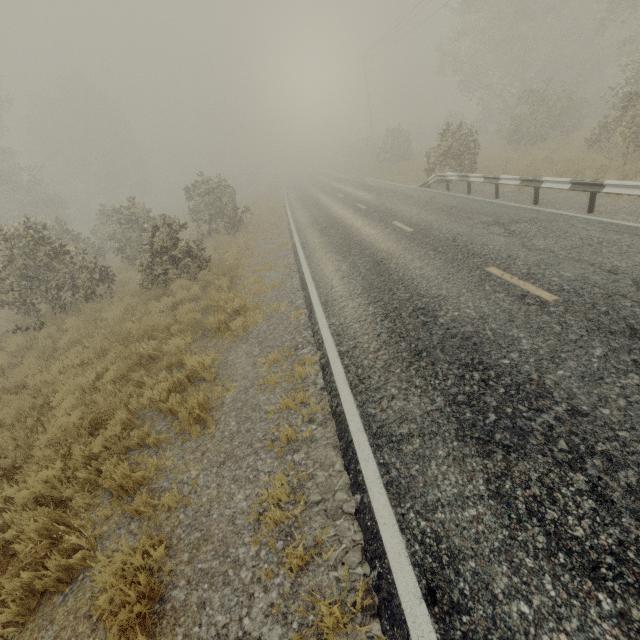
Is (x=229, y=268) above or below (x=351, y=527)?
above

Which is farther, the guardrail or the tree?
the tree

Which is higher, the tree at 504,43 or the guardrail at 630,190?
the tree at 504,43

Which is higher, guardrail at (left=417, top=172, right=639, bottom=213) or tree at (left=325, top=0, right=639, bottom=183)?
tree at (left=325, top=0, right=639, bottom=183)

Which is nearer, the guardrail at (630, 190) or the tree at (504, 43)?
the guardrail at (630, 190)
